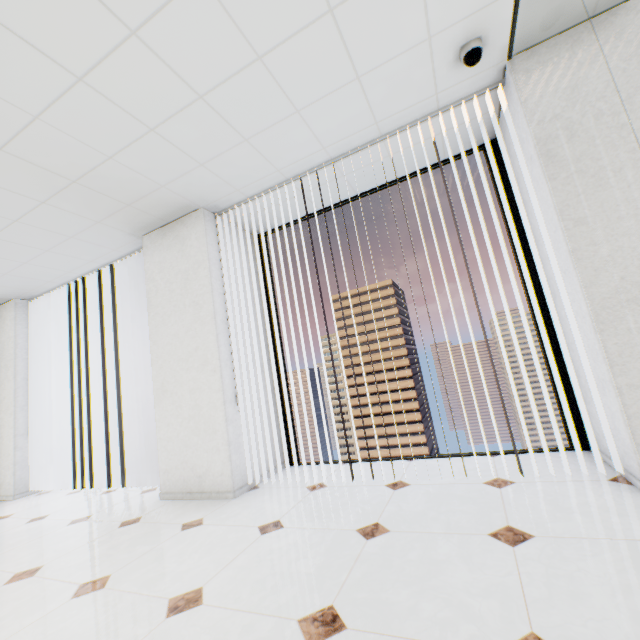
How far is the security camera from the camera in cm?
216

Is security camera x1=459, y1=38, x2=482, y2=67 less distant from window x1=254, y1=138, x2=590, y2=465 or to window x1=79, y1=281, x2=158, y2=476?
window x1=254, y1=138, x2=590, y2=465

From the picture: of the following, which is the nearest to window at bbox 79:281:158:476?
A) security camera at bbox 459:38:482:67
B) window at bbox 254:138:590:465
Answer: window at bbox 254:138:590:465

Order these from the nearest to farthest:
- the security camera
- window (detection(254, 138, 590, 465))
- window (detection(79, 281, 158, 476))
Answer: the security camera
window (detection(254, 138, 590, 465))
window (detection(79, 281, 158, 476))

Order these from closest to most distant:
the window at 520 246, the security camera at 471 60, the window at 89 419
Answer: the security camera at 471 60 < the window at 520 246 < the window at 89 419

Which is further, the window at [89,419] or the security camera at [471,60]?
the window at [89,419]

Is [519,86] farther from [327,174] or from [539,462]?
[539,462]
